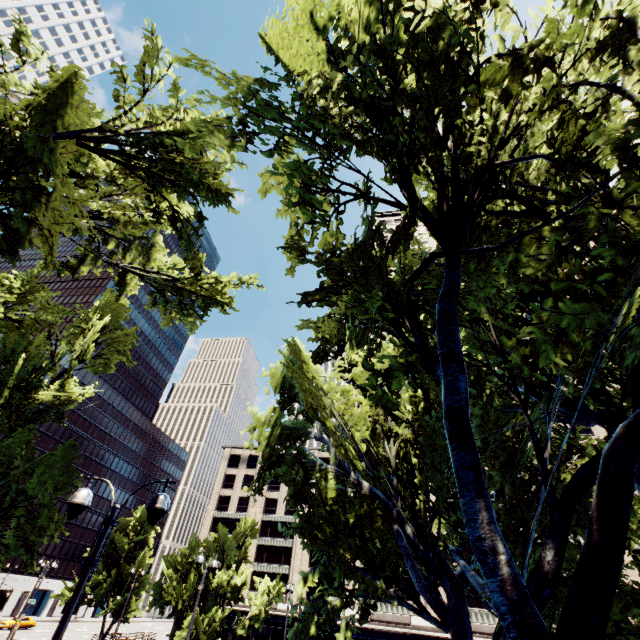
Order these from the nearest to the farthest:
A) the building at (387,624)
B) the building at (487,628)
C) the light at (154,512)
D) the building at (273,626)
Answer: the light at (154,512) < the building at (487,628) < the building at (387,624) < the building at (273,626)

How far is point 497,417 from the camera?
11.11m

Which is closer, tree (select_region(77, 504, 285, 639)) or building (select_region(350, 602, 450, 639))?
building (select_region(350, 602, 450, 639))

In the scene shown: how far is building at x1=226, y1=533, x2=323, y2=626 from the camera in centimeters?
5394cm

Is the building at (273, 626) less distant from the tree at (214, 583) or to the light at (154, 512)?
the tree at (214, 583)

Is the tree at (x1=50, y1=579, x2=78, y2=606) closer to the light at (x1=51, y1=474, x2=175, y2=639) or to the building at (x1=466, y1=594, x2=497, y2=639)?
the light at (x1=51, y1=474, x2=175, y2=639)

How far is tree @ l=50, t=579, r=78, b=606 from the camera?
38.5 meters
